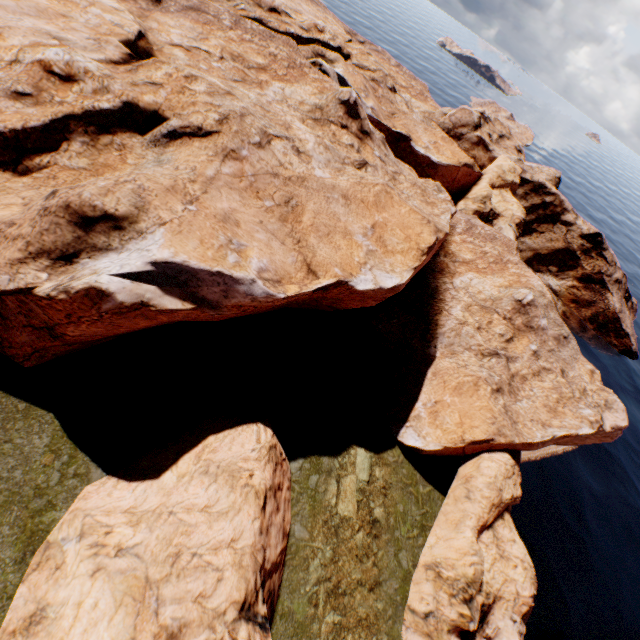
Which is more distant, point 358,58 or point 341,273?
point 358,58

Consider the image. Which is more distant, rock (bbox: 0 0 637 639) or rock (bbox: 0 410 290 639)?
rock (bbox: 0 0 637 639)

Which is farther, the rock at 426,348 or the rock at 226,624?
the rock at 426,348
